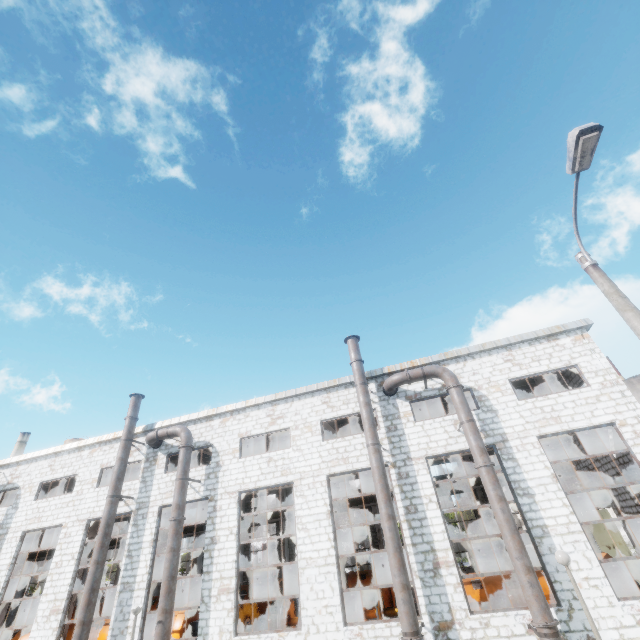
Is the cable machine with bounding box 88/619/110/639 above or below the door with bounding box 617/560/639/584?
above

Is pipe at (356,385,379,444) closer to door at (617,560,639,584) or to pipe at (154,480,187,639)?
pipe at (154,480,187,639)

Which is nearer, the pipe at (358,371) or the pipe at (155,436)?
the pipe at (358,371)

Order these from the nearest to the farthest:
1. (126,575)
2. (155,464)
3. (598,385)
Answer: (598,385) < (126,575) < (155,464)

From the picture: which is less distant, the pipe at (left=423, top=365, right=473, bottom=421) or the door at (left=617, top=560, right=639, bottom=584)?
the pipe at (left=423, top=365, right=473, bottom=421)

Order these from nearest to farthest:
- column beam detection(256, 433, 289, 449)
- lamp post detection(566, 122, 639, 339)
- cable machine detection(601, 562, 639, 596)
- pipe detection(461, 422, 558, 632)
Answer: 1. lamp post detection(566, 122, 639, 339)
2. pipe detection(461, 422, 558, 632)
3. cable machine detection(601, 562, 639, 596)
4. column beam detection(256, 433, 289, 449)

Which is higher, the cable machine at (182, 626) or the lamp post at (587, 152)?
the lamp post at (587, 152)

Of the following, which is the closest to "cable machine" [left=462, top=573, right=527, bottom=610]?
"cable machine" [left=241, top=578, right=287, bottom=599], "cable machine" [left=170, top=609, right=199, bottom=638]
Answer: "cable machine" [left=170, top=609, right=199, bottom=638]
